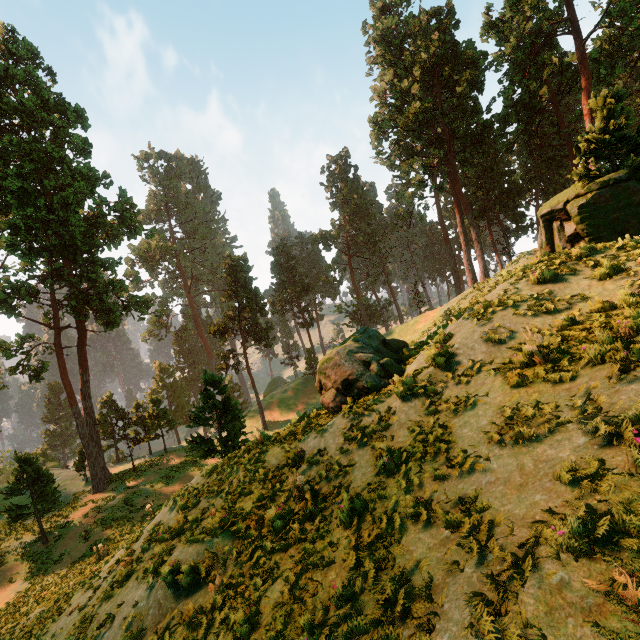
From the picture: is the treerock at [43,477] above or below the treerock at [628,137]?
below

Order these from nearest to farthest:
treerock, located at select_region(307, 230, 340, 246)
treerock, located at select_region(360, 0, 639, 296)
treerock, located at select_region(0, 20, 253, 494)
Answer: treerock, located at select_region(360, 0, 639, 296)
treerock, located at select_region(0, 20, 253, 494)
treerock, located at select_region(307, 230, 340, 246)

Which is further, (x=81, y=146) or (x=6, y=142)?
(x=81, y=146)

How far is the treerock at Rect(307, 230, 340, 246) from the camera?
57.5m

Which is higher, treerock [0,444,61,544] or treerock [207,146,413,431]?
treerock [207,146,413,431]

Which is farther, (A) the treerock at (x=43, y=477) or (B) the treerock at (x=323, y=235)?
(B) the treerock at (x=323, y=235)
